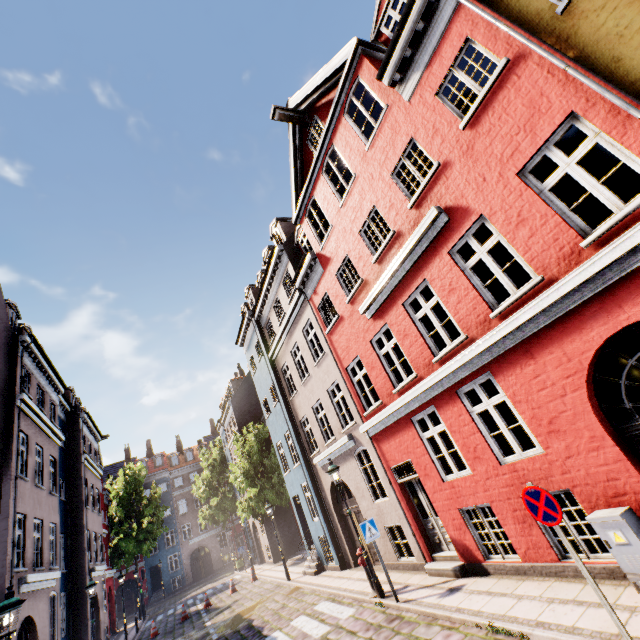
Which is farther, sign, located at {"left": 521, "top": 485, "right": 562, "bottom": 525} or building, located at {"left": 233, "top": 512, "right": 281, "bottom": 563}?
building, located at {"left": 233, "top": 512, "right": 281, "bottom": 563}

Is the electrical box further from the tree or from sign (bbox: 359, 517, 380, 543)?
the tree

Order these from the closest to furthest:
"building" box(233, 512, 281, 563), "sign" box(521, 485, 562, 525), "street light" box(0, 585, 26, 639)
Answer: "sign" box(521, 485, 562, 525)
"street light" box(0, 585, 26, 639)
"building" box(233, 512, 281, 563)

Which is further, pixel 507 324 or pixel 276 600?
pixel 276 600

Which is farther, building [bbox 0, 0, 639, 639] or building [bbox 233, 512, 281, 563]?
building [bbox 233, 512, 281, 563]

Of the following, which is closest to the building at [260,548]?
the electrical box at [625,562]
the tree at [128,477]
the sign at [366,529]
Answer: the electrical box at [625,562]

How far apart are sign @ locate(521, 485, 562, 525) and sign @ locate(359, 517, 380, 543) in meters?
5.4 m

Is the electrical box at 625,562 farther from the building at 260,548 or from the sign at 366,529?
the sign at 366,529
